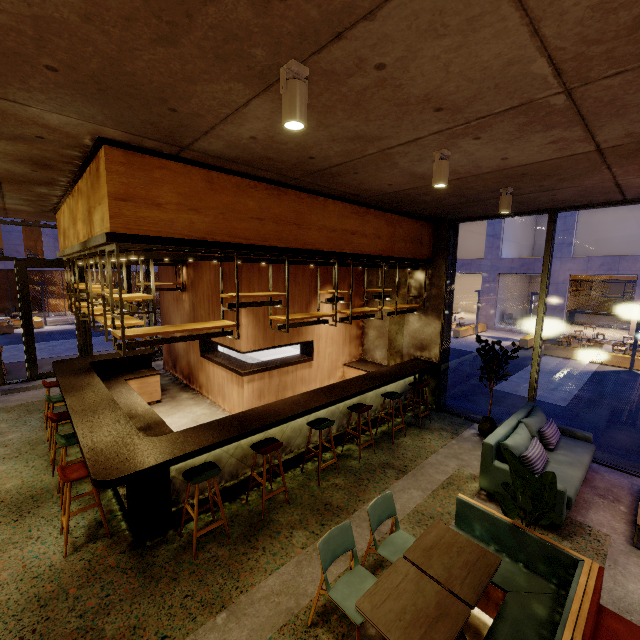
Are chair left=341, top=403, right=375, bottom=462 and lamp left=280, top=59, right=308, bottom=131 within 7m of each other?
yes

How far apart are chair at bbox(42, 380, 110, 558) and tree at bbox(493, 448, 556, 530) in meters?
5.4 m

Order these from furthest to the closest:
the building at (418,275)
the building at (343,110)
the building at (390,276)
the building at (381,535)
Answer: the building at (390,276) < the building at (418,275) < the building at (381,535) < the building at (343,110)

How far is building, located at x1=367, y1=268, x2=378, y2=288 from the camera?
9.01m

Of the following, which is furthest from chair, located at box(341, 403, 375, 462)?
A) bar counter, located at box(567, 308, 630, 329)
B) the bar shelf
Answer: bar counter, located at box(567, 308, 630, 329)

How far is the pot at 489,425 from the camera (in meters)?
6.55

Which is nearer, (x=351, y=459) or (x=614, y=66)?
(x=614, y=66)

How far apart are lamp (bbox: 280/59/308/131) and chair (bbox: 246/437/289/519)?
3.7 meters
